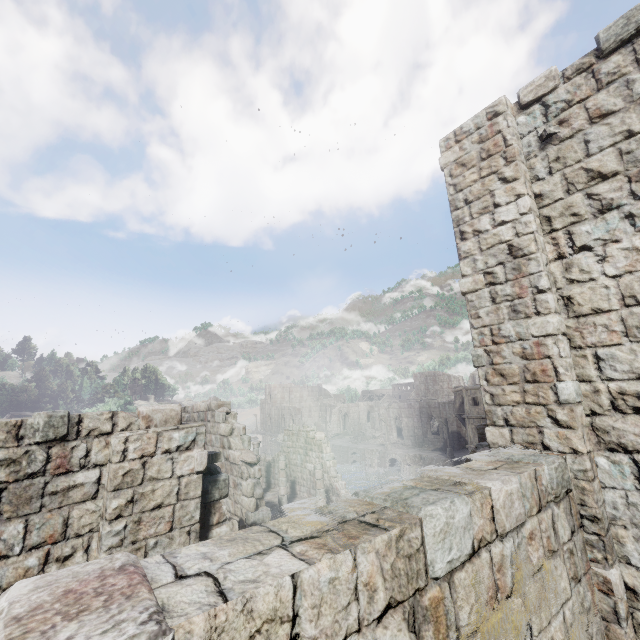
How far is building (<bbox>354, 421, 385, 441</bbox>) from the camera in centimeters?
5478cm

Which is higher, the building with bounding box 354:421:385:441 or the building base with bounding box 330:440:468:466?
the building with bounding box 354:421:385:441

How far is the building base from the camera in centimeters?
4012cm

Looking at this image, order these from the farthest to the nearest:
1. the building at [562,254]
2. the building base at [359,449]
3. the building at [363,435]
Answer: the building at [363,435] < the building base at [359,449] < the building at [562,254]

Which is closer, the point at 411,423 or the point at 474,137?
the point at 474,137

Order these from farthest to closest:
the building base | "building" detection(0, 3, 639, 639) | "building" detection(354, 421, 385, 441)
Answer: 1. "building" detection(354, 421, 385, 441)
2. the building base
3. "building" detection(0, 3, 639, 639)

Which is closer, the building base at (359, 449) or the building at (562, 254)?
the building at (562, 254)

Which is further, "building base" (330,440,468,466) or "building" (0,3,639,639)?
"building base" (330,440,468,466)
